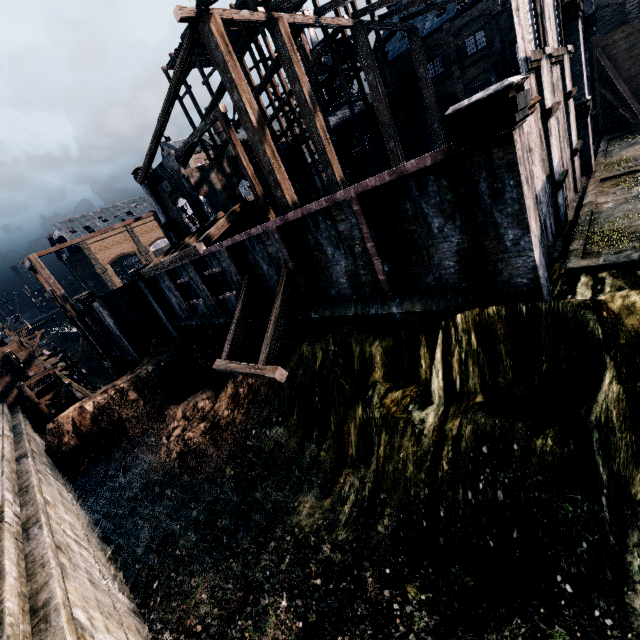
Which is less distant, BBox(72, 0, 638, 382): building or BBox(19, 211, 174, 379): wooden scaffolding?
BBox(72, 0, 638, 382): building

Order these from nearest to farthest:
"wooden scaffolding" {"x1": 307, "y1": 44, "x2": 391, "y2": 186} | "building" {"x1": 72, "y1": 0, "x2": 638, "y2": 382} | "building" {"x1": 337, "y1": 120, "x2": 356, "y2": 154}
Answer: "building" {"x1": 72, "y1": 0, "x2": 638, "y2": 382} < "wooden scaffolding" {"x1": 307, "y1": 44, "x2": 391, "y2": 186} < "building" {"x1": 337, "y1": 120, "x2": 356, "y2": 154}

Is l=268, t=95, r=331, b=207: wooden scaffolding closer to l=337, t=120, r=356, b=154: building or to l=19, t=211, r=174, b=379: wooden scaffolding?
l=337, t=120, r=356, b=154: building

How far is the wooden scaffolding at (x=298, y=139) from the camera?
31.8 meters

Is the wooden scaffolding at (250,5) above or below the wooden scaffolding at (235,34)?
above

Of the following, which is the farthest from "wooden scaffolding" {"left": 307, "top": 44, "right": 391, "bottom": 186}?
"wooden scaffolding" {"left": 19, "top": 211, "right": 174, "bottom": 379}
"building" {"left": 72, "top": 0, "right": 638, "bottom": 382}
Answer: "wooden scaffolding" {"left": 19, "top": 211, "right": 174, "bottom": 379}

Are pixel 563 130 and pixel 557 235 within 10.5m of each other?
yes
